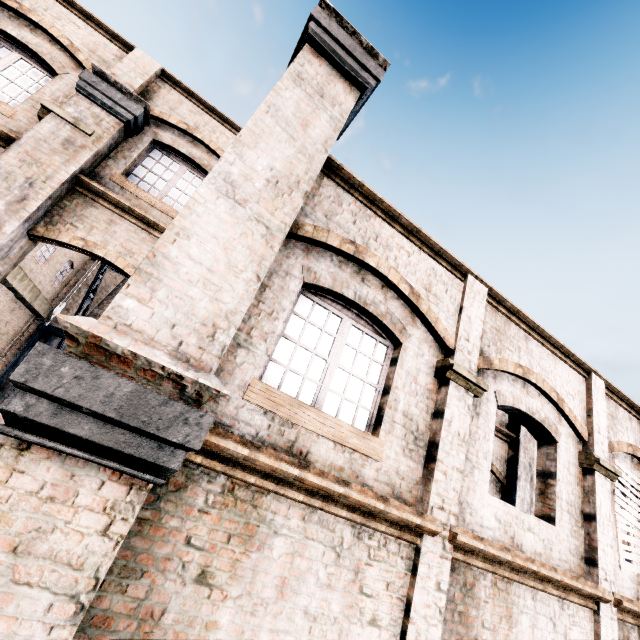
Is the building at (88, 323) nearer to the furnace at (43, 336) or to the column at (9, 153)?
the column at (9, 153)

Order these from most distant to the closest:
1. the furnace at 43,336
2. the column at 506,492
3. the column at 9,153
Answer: the furnace at 43,336 < the column at 506,492 < the column at 9,153

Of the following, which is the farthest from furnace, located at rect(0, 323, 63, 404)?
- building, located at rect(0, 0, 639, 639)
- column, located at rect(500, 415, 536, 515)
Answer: column, located at rect(500, 415, 536, 515)

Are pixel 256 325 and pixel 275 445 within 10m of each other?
yes

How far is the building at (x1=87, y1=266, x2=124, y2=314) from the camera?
23.69m

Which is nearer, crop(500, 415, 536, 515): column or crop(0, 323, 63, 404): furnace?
crop(500, 415, 536, 515): column

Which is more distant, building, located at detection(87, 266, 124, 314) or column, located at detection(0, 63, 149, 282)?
building, located at detection(87, 266, 124, 314)

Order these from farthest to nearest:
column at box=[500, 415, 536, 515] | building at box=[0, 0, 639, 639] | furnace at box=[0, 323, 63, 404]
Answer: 1. furnace at box=[0, 323, 63, 404]
2. column at box=[500, 415, 536, 515]
3. building at box=[0, 0, 639, 639]
